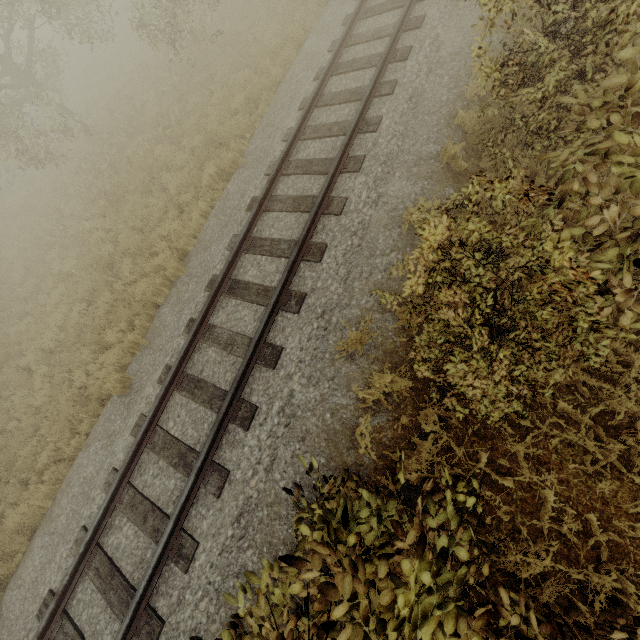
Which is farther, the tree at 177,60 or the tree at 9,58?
the tree at 9,58

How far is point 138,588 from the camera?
4.6m

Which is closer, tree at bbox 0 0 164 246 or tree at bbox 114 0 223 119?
tree at bbox 114 0 223 119
